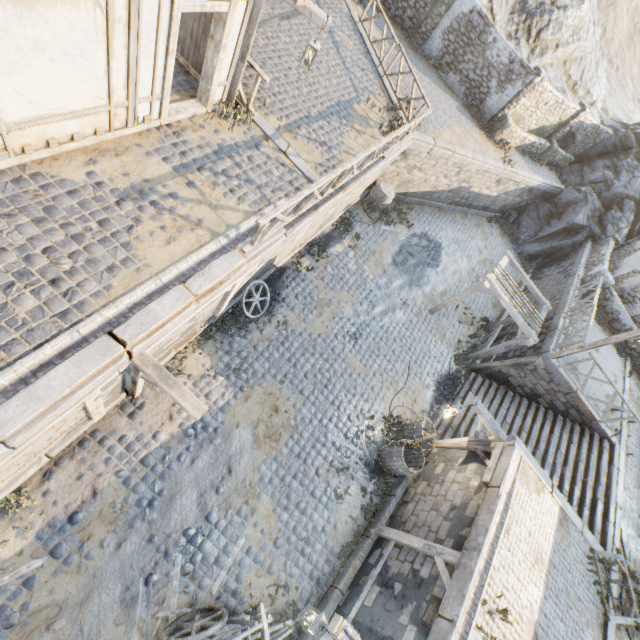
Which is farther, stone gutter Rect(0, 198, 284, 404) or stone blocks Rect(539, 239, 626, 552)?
stone blocks Rect(539, 239, 626, 552)

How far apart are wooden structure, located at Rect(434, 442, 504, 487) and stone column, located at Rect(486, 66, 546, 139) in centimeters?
1701cm

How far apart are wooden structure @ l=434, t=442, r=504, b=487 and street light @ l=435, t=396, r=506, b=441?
0.0m

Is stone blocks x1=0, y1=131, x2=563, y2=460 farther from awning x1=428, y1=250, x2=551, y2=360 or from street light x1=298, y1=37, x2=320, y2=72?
street light x1=298, y1=37, x2=320, y2=72

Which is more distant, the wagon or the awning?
the awning

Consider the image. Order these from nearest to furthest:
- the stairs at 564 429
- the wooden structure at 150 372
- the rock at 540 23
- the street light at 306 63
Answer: the wooden structure at 150 372 < the street light at 306 63 < the stairs at 564 429 < the rock at 540 23

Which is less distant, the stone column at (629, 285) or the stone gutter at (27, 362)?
the stone gutter at (27, 362)

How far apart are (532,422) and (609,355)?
6.0 meters
